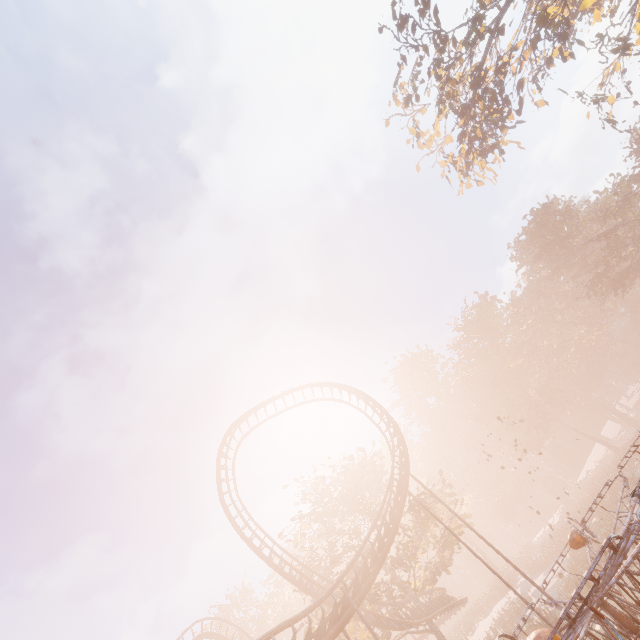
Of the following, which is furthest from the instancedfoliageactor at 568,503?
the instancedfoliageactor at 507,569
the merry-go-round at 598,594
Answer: the merry-go-round at 598,594

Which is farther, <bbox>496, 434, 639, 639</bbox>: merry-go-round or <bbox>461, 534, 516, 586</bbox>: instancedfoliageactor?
<bbox>461, 534, 516, 586</bbox>: instancedfoliageactor

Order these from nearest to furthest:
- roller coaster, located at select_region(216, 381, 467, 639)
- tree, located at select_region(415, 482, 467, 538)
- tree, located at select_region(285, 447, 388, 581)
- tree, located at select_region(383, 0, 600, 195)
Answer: roller coaster, located at select_region(216, 381, 467, 639), tree, located at select_region(383, 0, 600, 195), tree, located at select_region(415, 482, 467, 538), tree, located at select_region(285, 447, 388, 581)

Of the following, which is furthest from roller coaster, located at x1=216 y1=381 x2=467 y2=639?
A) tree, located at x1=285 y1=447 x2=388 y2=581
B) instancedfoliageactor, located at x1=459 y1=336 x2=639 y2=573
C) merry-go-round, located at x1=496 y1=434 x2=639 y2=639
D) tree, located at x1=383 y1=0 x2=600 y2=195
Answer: tree, located at x1=383 y1=0 x2=600 y2=195

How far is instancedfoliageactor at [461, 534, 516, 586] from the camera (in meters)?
44.47

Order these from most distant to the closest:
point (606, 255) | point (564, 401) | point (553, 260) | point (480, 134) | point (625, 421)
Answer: point (564, 401), point (625, 421), point (553, 260), point (606, 255), point (480, 134)

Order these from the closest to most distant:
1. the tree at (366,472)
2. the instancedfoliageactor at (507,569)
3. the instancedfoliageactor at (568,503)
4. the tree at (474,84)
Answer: the tree at (474,84), the tree at (366,472), the instancedfoliageactor at (568,503), the instancedfoliageactor at (507,569)

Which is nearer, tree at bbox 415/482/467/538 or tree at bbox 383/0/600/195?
tree at bbox 383/0/600/195
